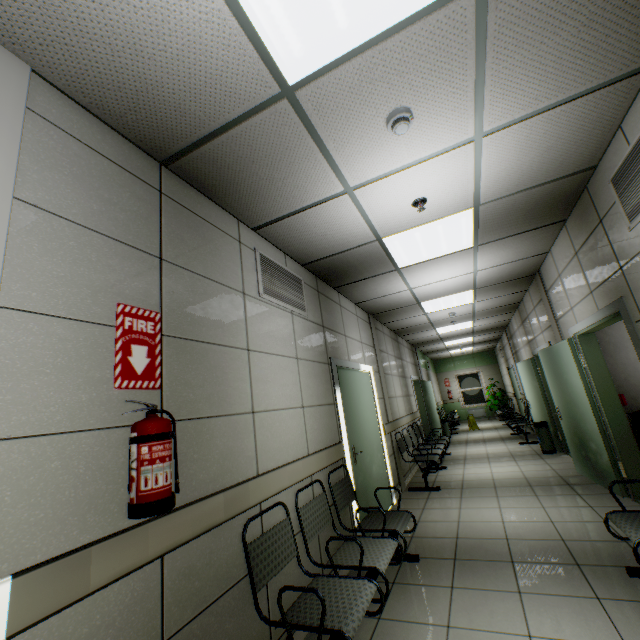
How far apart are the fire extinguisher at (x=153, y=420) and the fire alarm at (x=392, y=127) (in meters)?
2.14

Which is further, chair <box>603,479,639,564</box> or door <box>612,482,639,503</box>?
door <box>612,482,639,503</box>

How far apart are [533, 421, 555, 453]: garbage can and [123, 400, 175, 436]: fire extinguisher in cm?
800

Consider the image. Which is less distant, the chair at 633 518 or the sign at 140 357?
the sign at 140 357

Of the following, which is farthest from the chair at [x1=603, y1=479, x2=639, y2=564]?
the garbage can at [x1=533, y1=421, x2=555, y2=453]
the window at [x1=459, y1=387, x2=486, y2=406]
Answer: the window at [x1=459, y1=387, x2=486, y2=406]

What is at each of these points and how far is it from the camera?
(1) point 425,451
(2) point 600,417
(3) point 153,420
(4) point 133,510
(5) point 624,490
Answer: (1) chair, 6.55m
(2) door, 4.17m
(3) fire extinguisher, 1.49m
(4) fire extinguisher stand, 1.37m
(5) door, 3.96m

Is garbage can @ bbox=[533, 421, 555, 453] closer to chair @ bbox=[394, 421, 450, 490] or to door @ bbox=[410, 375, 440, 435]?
chair @ bbox=[394, 421, 450, 490]

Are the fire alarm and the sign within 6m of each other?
yes
